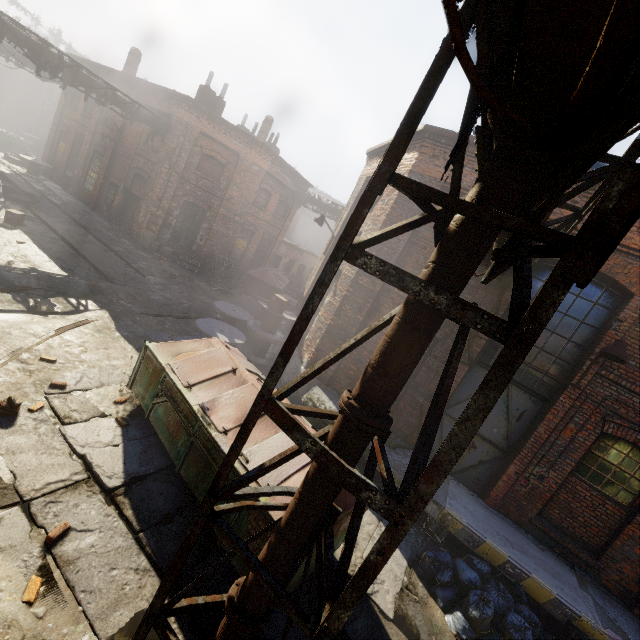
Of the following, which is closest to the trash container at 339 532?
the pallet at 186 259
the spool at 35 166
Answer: the pallet at 186 259

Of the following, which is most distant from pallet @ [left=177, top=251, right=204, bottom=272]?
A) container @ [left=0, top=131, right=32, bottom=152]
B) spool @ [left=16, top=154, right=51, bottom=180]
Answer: container @ [left=0, top=131, right=32, bottom=152]

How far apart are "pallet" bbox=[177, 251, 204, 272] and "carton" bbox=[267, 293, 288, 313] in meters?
8.4 m

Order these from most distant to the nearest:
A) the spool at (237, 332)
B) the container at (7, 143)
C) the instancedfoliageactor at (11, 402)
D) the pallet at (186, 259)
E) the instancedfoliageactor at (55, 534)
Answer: Result:
the container at (7, 143)
the pallet at (186, 259)
the spool at (237, 332)
the instancedfoliageactor at (11, 402)
the instancedfoliageactor at (55, 534)

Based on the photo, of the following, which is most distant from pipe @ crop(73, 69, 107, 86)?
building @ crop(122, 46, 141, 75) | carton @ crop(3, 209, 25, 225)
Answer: carton @ crop(3, 209, 25, 225)

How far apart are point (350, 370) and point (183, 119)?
15.84m

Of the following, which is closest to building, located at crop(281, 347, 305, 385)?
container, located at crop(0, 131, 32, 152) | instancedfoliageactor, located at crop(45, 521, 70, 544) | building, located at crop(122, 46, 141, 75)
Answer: instancedfoliageactor, located at crop(45, 521, 70, 544)

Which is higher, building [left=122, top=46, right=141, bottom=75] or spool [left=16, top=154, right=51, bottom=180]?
building [left=122, top=46, right=141, bottom=75]
